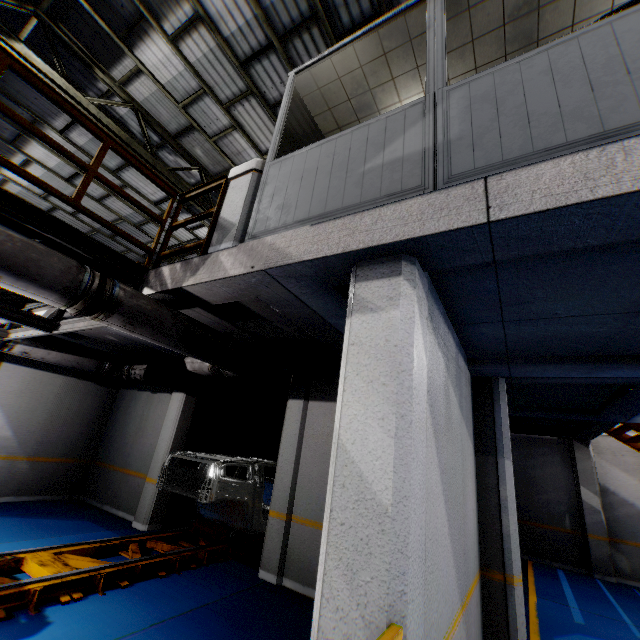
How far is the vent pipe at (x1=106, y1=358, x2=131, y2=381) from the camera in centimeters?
771cm

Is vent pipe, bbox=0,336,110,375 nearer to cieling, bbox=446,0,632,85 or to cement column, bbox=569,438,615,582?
cieling, bbox=446,0,632,85

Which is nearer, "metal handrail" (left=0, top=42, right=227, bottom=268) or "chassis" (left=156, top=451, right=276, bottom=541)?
"metal handrail" (left=0, top=42, right=227, bottom=268)

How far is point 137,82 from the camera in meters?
7.0

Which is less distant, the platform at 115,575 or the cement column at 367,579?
the cement column at 367,579

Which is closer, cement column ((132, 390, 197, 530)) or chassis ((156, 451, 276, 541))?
chassis ((156, 451, 276, 541))

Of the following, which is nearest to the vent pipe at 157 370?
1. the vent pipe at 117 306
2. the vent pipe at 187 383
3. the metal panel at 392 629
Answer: the vent pipe at 187 383

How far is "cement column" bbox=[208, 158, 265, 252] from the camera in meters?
3.7
